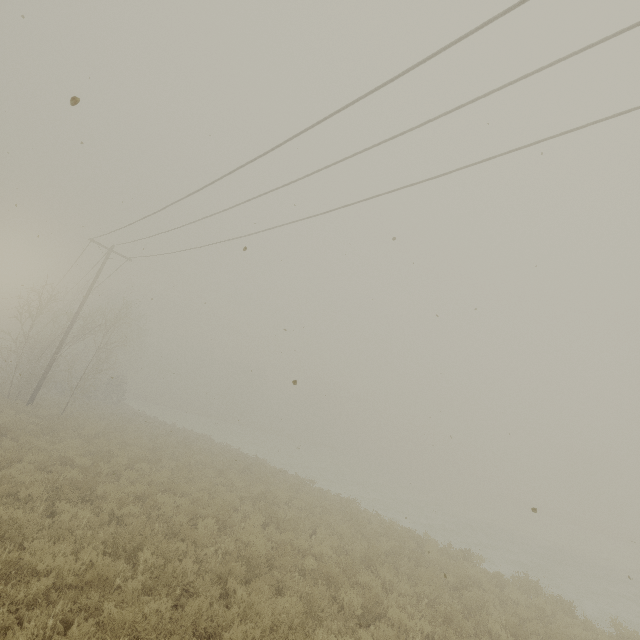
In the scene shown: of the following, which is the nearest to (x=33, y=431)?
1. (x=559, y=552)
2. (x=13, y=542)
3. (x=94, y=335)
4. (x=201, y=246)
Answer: (x=13, y=542)
